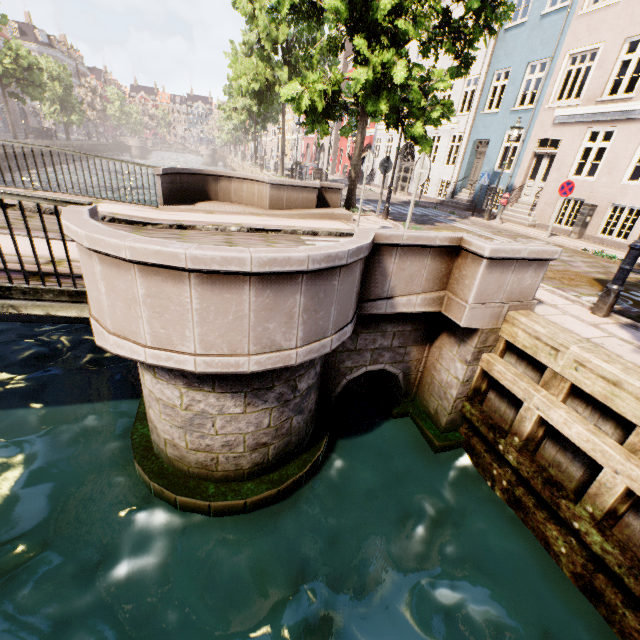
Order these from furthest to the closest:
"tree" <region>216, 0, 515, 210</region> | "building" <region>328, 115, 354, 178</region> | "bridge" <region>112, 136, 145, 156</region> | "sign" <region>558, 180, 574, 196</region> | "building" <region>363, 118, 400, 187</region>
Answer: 1. "bridge" <region>112, 136, 145, 156</region>
2. "building" <region>328, 115, 354, 178</region>
3. "building" <region>363, 118, 400, 187</region>
4. "sign" <region>558, 180, 574, 196</region>
5. "tree" <region>216, 0, 515, 210</region>

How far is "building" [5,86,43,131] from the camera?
45.4m

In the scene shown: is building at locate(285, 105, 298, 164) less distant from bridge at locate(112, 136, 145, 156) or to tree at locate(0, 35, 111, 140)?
tree at locate(0, 35, 111, 140)

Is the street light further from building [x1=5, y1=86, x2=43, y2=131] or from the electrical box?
building [x1=5, y1=86, x2=43, y2=131]

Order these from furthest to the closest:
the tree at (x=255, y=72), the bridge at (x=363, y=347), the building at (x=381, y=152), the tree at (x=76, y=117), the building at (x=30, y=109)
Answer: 1. the building at (x=30, y=109)
2. the tree at (x=76, y=117)
3. the building at (x=381, y=152)
4. the tree at (x=255, y=72)
5. the bridge at (x=363, y=347)

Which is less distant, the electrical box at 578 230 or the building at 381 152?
the electrical box at 578 230

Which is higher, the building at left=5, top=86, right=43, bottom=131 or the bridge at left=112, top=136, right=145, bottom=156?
the building at left=5, top=86, right=43, bottom=131

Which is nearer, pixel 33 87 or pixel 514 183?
pixel 514 183
